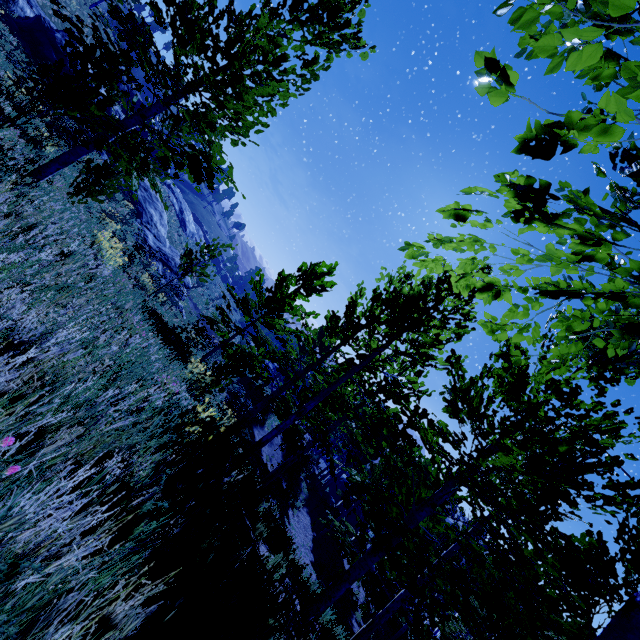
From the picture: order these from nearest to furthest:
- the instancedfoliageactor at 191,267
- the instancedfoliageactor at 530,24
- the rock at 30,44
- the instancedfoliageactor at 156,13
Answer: the instancedfoliageactor at 530,24, the instancedfoliageactor at 156,13, the instancedfoliageactor at 191,267, the rock at 30,44

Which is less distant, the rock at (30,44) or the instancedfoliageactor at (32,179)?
the instancedfoliageactor at (32,179)

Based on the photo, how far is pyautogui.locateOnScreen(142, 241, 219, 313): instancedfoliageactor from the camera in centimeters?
1315cm

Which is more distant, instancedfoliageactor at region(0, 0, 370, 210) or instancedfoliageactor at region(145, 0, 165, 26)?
instancedfoliageactor at region(145, 0, 165, 26)

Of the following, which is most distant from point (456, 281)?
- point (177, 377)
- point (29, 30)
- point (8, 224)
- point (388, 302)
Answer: point (29, 30)

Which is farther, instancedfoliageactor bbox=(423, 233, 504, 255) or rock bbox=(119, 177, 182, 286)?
rock bbox=(119, 177, 182, 286)
